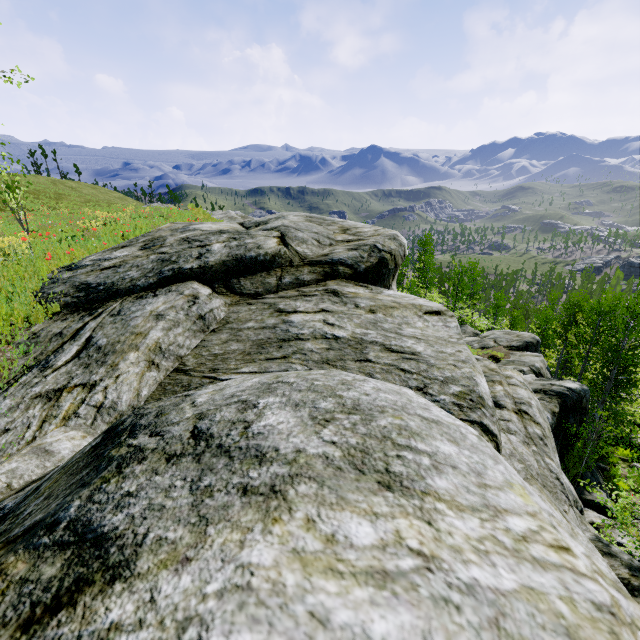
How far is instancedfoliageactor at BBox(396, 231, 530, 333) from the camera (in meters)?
21.39

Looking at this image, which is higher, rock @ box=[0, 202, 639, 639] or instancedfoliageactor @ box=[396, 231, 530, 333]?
rock @ box=[0, 202, 639, 639]

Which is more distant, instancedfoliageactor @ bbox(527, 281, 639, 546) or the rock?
instancedfoliageactor @ bbox(527, 281, 639, 546)

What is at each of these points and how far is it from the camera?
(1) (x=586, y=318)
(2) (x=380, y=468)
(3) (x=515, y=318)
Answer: (1) instancedfoliageactor, 23.2m
(2) rock, 0.6m
(3) instancedfoliageactor, 31.0m

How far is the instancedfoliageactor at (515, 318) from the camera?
21.4m

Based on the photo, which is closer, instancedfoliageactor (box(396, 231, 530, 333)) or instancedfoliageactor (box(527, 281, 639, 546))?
instancedfoliageactor (box(527, 281, 639, 546))

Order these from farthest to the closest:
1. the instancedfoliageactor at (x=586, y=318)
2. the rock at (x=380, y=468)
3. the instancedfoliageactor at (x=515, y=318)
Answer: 1. the instancedfoliageactor at (x=515, y=318)
2. the instancedfoliageactor at (x=586, y=318)
3. the rock at (x=380, y=468)
